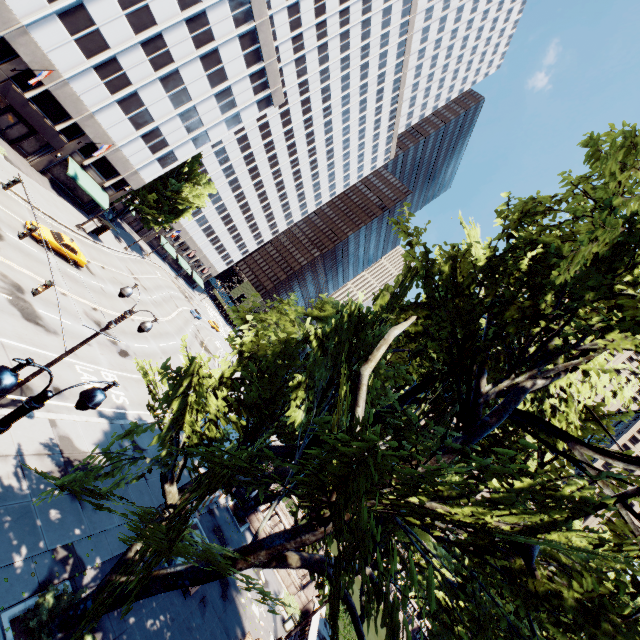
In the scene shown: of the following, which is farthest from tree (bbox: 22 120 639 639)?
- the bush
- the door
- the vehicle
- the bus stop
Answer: the vehicle

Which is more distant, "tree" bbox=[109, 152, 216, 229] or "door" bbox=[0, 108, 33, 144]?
"tree" bbox=[109, 152, 216, 229]

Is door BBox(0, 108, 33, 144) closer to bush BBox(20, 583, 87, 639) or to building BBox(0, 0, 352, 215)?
building BBox(0, 0, 352, 215)

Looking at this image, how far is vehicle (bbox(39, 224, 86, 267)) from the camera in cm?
2606

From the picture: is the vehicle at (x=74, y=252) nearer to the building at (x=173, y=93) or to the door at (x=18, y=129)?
the building at (x=173, y=93)

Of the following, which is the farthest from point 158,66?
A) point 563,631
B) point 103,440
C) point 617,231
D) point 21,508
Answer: point 563,631

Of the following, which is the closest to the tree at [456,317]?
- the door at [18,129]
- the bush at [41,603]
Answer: the bush at [41,603]

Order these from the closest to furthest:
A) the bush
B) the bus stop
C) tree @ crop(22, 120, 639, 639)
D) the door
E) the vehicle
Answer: tree @ crop(22, 120, 639, 639)
the bush
the vehicle
the door
the bus stop
